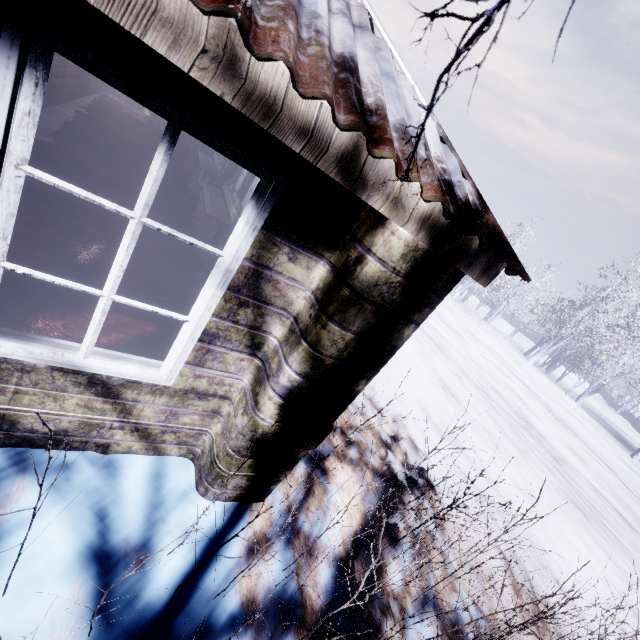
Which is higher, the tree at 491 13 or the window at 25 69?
the tree at 491 13

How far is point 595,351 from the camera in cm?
1756

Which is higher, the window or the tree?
the tree
